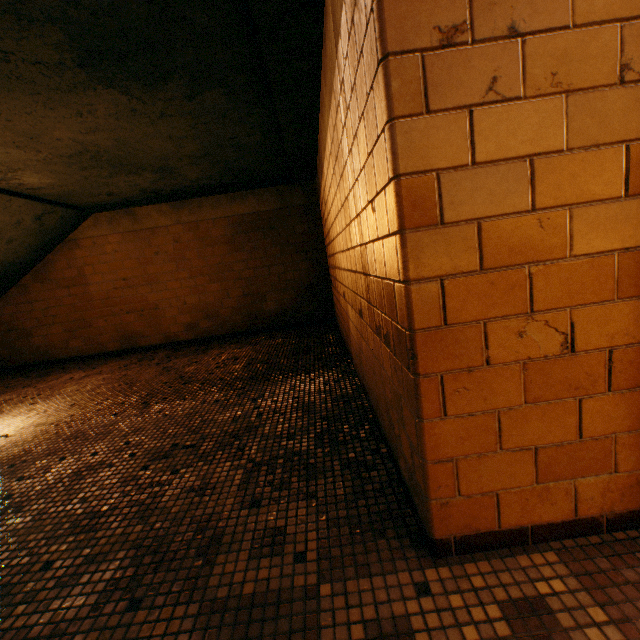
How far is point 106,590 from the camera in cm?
118
